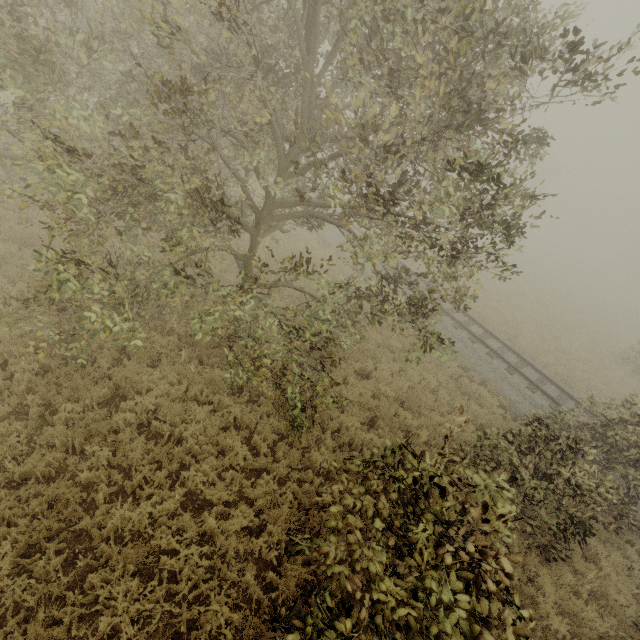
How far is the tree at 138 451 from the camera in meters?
6.0 m

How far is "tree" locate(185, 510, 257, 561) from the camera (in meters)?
5.48

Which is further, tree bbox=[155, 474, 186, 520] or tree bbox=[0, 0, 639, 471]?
tree bbox=[155, 474, 186, 520]

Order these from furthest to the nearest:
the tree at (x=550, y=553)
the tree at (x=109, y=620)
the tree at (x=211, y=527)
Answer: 1. the tree at (x=211, y=527)
2. the tree at (x=109, y=620)
3. the tree at (x=550, y=553)

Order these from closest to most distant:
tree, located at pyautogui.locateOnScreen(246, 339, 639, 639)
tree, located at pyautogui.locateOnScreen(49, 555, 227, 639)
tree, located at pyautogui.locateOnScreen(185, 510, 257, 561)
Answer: tree, located at pyautogui.locateOnScreen(246, 339, 639, 639) → tree, located at pyautogui.locateOnScreen(49, 555, 227, 639) → tree, located at pyautogui.locateOnScreen(185, 510, 257, 561)

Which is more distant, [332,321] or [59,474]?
[332,321]
